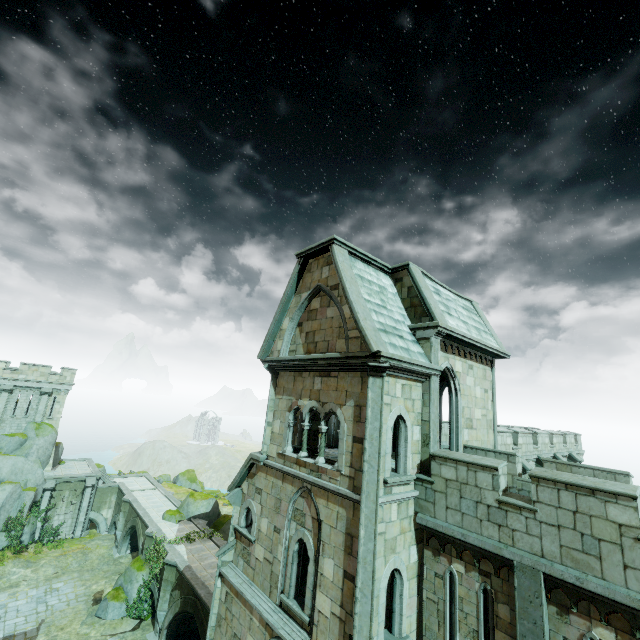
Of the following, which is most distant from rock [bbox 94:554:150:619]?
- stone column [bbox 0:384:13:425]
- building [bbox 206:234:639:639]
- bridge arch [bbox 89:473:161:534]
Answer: stone column [bbox 0:384:13:425]

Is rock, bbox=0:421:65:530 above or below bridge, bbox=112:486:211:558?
above

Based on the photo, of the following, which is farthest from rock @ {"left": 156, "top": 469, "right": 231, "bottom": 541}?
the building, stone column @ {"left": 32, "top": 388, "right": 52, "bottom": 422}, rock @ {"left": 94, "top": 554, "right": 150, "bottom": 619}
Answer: the building

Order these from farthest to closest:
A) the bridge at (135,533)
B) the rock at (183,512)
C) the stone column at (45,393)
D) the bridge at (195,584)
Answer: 1. the stone column at (45,393)
2. the rock at (183,512)
3. the bridge at (135,533)
4. the bridge at (195,584)

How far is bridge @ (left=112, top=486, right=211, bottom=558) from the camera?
26.42m

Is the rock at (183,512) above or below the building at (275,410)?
below

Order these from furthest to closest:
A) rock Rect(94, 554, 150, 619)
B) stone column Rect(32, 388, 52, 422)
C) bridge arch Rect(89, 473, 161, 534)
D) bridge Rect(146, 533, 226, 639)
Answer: bridge arch Rect(89, 473, 161, 534), stone column Rect(32, 388, 52, 422), rock Rect(94, 554, 150, 619), bridge Rect(146, 533, 226, 639)

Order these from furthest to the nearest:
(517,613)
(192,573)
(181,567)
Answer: (181,567) → (192,573) → (517,613)
